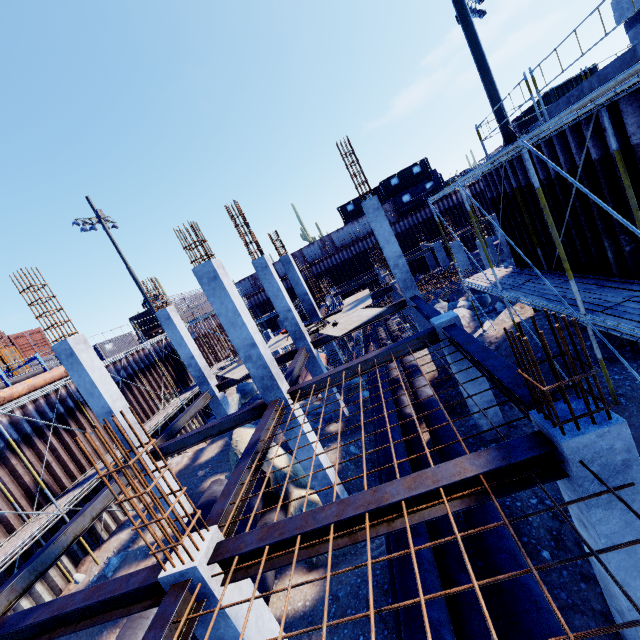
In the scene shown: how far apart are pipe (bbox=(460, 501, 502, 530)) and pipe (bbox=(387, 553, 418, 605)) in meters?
0.1

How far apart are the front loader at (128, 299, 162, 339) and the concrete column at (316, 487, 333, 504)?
21.9 meters

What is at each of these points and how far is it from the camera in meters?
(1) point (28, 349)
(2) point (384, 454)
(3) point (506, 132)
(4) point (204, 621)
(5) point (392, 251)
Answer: (1) cargo container, 24.7 m
(2) pipe, 7.8 m
(3) floodlight pole, 10.8 m
(4) concrete column, 4.2 m
(5) concrete column, 12.5 m

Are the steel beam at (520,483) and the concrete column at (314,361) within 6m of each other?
no

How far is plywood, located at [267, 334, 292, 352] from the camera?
15.6m

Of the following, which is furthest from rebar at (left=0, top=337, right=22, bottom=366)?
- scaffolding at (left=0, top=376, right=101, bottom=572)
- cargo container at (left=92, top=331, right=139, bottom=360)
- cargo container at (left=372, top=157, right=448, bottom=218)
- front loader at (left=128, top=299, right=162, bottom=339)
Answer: cargo container at (left=372, top=157, right=448, bottom=218)

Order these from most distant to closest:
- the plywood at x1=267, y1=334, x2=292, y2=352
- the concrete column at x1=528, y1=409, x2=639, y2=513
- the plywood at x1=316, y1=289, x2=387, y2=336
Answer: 1. the plywood at x1=267, y1=334, x2=292, y2=352
2. the plywood at x1=316, y1=289, x2=387, y2=336
3. the concrete column at x1=528, y1=409, x2=639, y2=513

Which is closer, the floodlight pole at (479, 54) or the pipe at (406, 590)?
the pipe at (406, 590)
